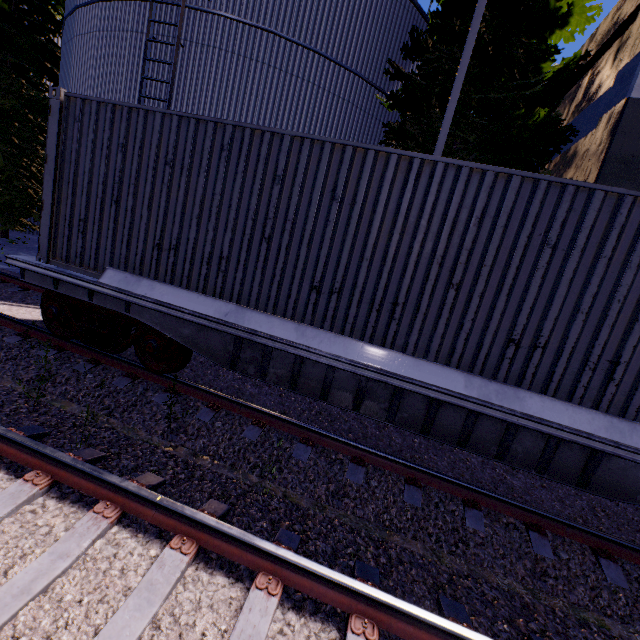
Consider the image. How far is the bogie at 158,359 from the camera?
5.0m

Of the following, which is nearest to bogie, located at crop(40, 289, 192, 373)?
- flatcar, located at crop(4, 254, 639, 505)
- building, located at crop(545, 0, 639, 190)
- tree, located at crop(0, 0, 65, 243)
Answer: flatcar, located at crop(4, 254, 639, 505)

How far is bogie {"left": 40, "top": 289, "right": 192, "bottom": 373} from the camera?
5.02m

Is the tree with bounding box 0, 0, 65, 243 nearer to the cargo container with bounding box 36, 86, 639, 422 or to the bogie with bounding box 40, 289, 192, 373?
the cargo container with bounding box 36, 86, 639, 422

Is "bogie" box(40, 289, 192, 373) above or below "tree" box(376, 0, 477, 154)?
below

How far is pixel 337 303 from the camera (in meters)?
4.27

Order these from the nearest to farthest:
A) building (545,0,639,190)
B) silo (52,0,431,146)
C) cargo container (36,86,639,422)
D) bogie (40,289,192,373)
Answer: cargo container (36,86,639,422), bogie (40,289,192,373), building (545,0,639,190), silo (52,0,431,146)

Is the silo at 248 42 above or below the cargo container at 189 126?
above
